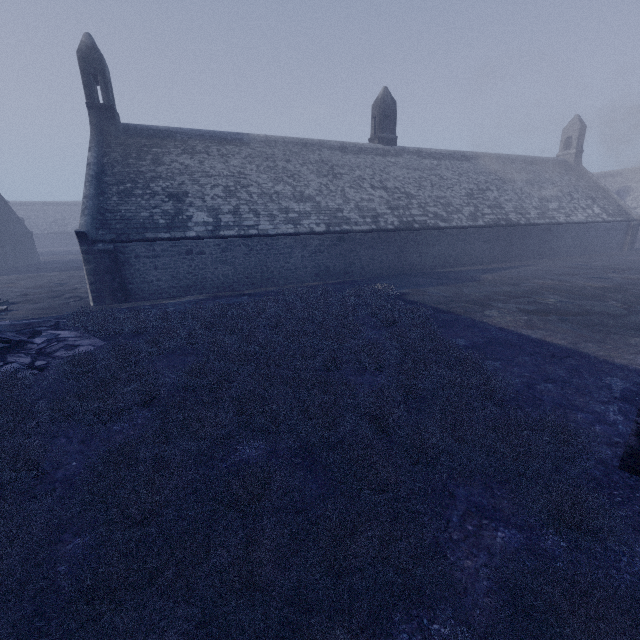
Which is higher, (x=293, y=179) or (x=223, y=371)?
(x=293, y=179)

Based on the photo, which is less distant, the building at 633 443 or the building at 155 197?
the building at 633 443

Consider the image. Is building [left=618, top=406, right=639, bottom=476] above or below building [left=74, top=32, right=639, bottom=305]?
below

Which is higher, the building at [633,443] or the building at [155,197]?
the building at [155,197]

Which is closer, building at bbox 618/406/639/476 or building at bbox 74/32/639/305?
building at bbox 618/406/639/476
